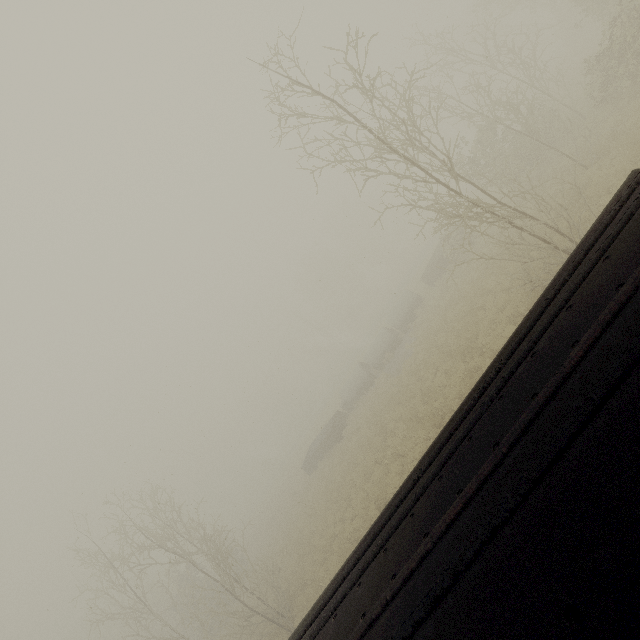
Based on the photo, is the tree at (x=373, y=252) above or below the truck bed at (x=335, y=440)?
above

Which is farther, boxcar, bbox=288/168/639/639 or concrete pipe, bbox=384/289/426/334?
concrete pipe, bbox=384/289/426/334

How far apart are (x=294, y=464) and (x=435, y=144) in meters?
53.1

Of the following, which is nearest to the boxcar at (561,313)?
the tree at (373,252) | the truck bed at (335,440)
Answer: the truck bed at (335,440)

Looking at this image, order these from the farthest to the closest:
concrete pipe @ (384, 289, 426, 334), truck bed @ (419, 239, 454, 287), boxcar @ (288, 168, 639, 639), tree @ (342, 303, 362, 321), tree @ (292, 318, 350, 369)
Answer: tree @ (342, 303, 362, 321), tree @ (292, 318, 350, 369), concrete pipe @ (384, 289, 426, 334), truck bed @ (419, 239, 454, 287), boxcar @ (288, 168, 639, 639)

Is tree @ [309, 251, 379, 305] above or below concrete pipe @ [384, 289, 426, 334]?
above

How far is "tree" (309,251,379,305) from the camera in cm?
5628
